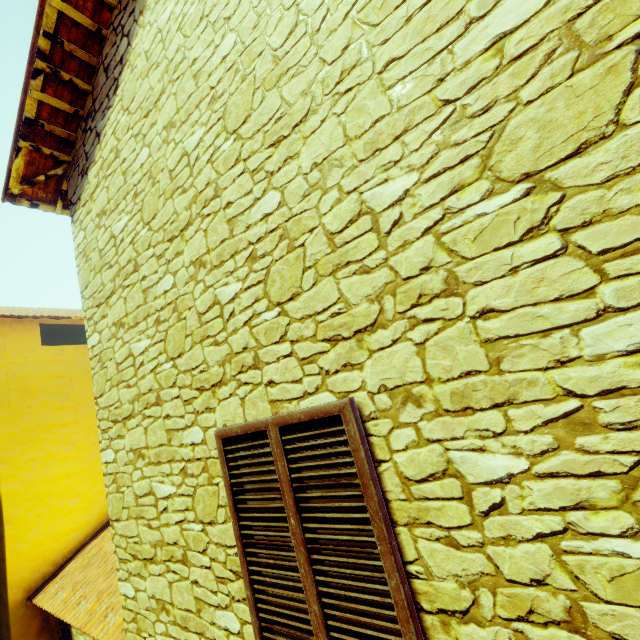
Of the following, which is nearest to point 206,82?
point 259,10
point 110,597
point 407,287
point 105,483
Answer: point 259,10
